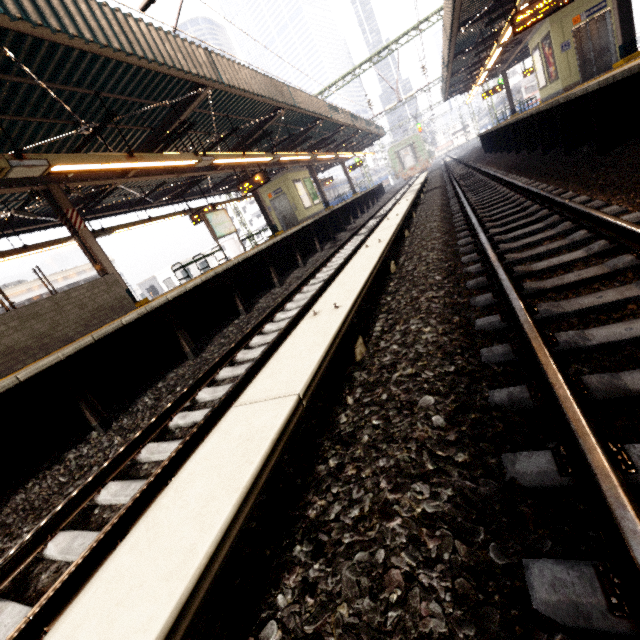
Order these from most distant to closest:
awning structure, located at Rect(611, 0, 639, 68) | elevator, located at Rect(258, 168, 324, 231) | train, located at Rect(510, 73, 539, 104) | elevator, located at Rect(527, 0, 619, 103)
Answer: train, located at Rect(510, 73, 539, 104) → elevator, located at Rect(258, 168, 324, 231) → elevator, located at Rect(527, 0, 619, 103) → awning structure, located at Rect(611, 0, 639, 68)

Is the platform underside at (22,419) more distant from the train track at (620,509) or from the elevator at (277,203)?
the train track at (620,509)

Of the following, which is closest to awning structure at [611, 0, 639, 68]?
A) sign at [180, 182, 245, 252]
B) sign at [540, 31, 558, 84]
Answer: sign at [540, 31, 558, 84]

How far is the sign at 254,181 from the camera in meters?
Answer: 13.5

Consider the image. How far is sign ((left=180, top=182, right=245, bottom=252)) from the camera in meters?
12.9

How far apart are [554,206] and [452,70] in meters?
23.3

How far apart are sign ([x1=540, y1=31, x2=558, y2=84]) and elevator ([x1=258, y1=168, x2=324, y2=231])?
12.6m

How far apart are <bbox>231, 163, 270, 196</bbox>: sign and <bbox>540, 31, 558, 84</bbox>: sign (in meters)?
12.52
